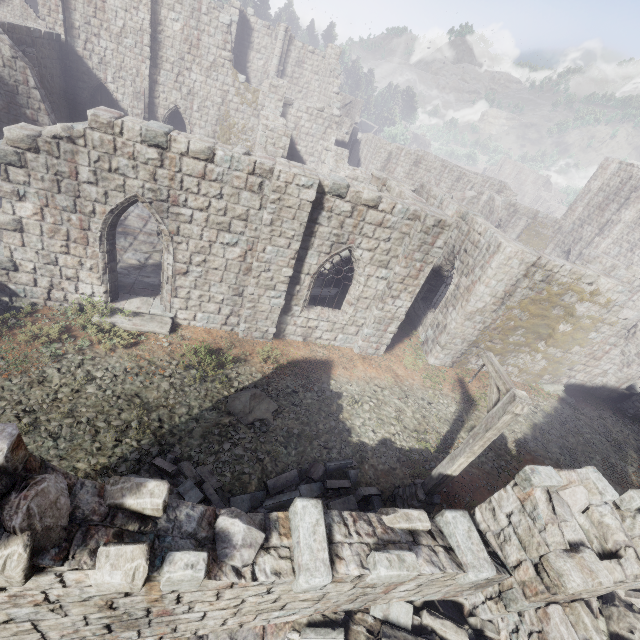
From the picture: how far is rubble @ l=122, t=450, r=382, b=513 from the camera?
7.2m

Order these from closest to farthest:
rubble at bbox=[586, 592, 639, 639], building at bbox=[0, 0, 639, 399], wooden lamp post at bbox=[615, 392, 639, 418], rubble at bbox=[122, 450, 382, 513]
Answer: rubble at bbox=[586, 592, 639, 639]
rubble at bbox=[122, 450, 382, 513]
building at bbox=[0, 0, 639, 399]
wooden lamp post at bbox=[615, 392, 639, 418]

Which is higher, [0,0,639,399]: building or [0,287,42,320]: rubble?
[0,0,639,399]: building

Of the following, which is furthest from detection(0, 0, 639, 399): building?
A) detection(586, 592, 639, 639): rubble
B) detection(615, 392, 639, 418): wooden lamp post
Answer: detection(615, 392, 639, 418): wooden lamp post

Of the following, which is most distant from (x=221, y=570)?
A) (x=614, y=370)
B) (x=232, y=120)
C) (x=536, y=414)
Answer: (x=232, y=120)

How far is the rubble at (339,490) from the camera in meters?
7.2

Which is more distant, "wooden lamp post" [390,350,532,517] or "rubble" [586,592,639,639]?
"wooden lamp post" [390,350,532,517]

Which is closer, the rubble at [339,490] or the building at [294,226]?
the rubble at [339,490]
